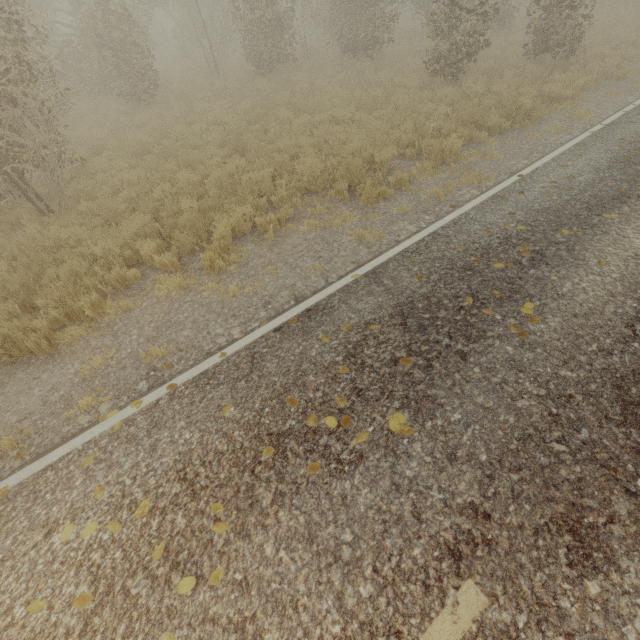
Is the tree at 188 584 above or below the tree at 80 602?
above

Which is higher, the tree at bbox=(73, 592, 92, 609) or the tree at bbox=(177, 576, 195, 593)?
the tree at bbox=(177, 576, 195, 593)

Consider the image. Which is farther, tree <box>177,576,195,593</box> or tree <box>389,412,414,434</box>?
tree <box>389,412,414,434</box>

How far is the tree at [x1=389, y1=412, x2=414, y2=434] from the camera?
3.3 meters

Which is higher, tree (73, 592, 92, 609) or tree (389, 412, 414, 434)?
tree (389, 412, 414, 434)

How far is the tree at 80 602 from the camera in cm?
267

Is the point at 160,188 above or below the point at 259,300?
above

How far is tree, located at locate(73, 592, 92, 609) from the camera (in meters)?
2.67
